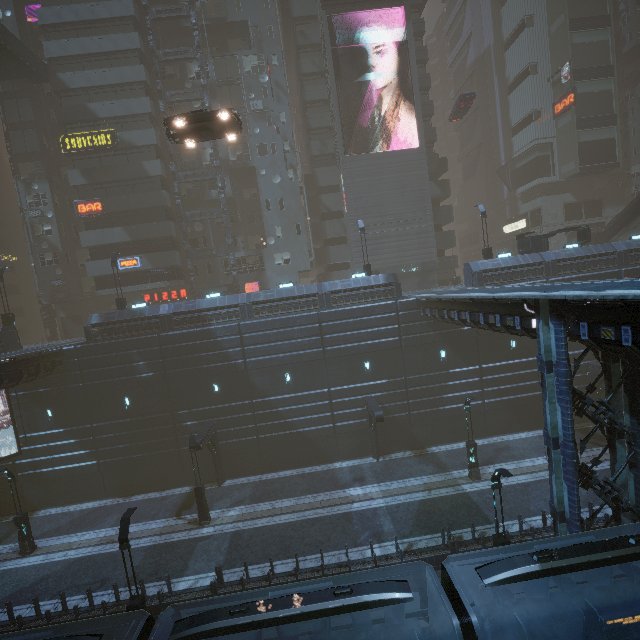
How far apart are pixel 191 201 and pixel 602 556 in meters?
39.4

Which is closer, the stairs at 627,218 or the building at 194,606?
the building at 194,606

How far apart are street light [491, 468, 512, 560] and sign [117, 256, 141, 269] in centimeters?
3372cm

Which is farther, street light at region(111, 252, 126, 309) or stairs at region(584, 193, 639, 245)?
stairs at region(584, 193, 639, 245)

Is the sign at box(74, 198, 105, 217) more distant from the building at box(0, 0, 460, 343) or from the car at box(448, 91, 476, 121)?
the car at box(448, 91, 476, 121)

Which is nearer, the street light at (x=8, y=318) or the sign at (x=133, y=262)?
the street light at (x=8, y=318)

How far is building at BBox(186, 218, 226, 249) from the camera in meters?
35.3 m

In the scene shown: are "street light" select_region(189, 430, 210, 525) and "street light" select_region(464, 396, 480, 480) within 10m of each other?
no
